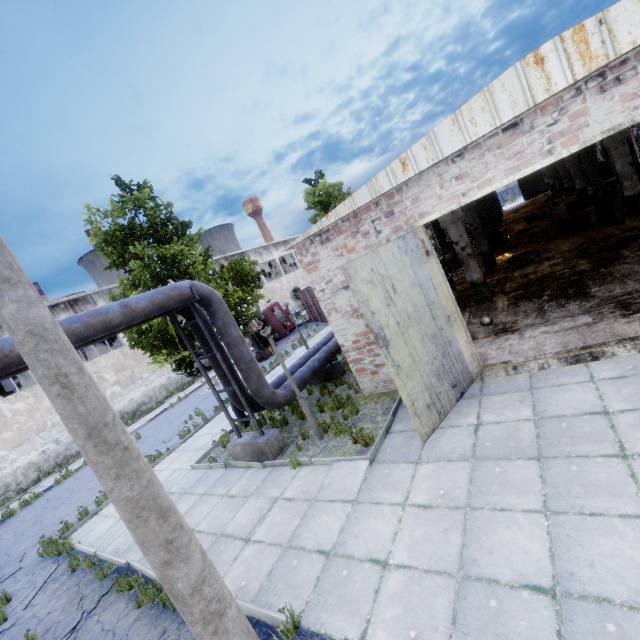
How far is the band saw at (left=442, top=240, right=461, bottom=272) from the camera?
20.5 meters

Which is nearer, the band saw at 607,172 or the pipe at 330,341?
the pipe at 330,341

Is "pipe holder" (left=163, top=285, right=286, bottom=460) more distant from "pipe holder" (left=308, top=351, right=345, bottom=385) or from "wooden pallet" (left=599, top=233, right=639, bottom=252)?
"wooden pallet" (left=599, top=233, right=639, bottom=252)

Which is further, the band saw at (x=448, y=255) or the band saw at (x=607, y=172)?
the band saw at (x=607, y=172)

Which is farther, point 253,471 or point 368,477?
point 253,471

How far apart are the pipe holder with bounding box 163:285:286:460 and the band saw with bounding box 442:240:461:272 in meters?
16.4 m

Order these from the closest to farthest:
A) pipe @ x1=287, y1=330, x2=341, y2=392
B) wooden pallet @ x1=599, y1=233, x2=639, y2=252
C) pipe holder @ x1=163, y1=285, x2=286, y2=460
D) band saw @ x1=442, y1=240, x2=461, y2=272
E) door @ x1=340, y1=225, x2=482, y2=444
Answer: door @ x1=340, y1=225, x2=482, y2=444
pipe holder @ x1=163, y1=285, x2=286, y2=460
pipe @ x1=287, y1=330, x2=341, y2=392
wooden pallet @ x1=599, y1=233, x2=639, y2=252
band saw @ x1=442, y1=240, x2=461, y2=272

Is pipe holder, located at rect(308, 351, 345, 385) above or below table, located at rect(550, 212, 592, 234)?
below
